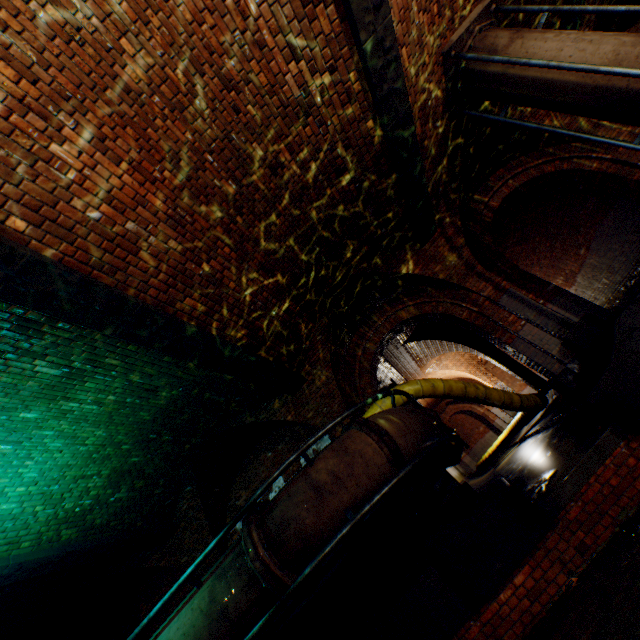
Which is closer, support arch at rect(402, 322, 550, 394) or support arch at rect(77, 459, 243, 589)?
support arch at rect(77, 459, 243, 589)

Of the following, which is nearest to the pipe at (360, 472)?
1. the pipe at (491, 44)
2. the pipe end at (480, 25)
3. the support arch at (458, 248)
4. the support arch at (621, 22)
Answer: the support arch at (458, 248)

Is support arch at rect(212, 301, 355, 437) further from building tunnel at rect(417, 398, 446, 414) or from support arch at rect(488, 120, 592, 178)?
support arch at rect(488, 120, 592, 178)

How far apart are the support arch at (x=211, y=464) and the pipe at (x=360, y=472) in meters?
3.8

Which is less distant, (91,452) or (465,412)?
(91,452)

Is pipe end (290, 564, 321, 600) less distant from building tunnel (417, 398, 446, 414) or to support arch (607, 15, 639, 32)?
building tunnel (417, 398, 446, 414)

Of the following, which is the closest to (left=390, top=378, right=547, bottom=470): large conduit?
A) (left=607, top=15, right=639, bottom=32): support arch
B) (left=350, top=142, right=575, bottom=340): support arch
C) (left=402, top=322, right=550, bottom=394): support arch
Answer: (left=402, top=322, right=550, bottom=394): support arch

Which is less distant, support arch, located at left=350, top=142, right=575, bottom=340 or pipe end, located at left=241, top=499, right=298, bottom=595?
pipe end, located at left=241, top=499, right=298, bottom=595
